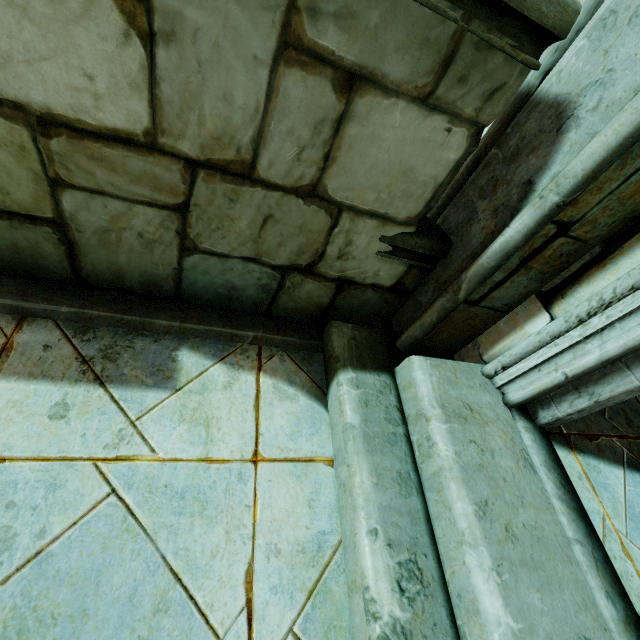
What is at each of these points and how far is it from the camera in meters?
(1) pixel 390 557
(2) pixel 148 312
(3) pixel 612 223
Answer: (1) stair, 1.1 m
(2) building, 1.6 m
(3) building, 1.2 m

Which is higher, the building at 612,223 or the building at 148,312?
the building at 612,223

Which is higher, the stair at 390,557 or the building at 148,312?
the stair at 390,557

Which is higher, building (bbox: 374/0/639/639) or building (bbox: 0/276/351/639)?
building (bbox: 374/0/639/639)

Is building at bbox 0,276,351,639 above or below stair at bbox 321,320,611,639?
below
